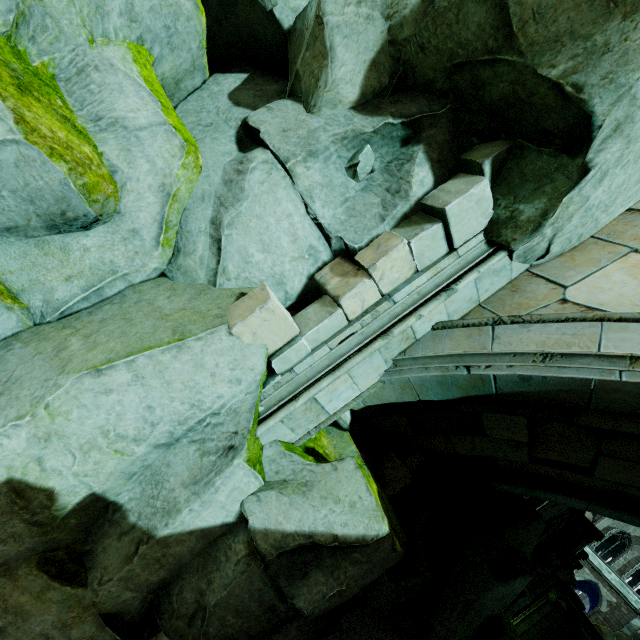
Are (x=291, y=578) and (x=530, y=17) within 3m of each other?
no

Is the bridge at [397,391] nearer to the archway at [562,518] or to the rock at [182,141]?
the rock at [182,141]

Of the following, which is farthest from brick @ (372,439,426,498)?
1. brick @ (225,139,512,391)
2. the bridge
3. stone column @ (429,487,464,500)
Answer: brick @ (225,139,512,391)

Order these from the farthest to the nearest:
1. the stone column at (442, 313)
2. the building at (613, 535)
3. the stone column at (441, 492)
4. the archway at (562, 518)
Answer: the building at (613, 535)
the archway at (562, 518)
the stone column at (441, 492)
the stone column at (442, 313)

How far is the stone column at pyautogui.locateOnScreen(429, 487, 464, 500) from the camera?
5.8 meters

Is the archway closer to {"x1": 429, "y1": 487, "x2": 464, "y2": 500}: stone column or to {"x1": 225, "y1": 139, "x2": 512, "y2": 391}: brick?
{"x1": 429, "y1": 487, "x2": 464, "y2": 500}: stone column

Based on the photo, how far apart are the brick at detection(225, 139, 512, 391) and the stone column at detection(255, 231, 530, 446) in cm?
1

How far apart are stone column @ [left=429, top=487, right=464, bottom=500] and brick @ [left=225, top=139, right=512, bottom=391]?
4.20m
